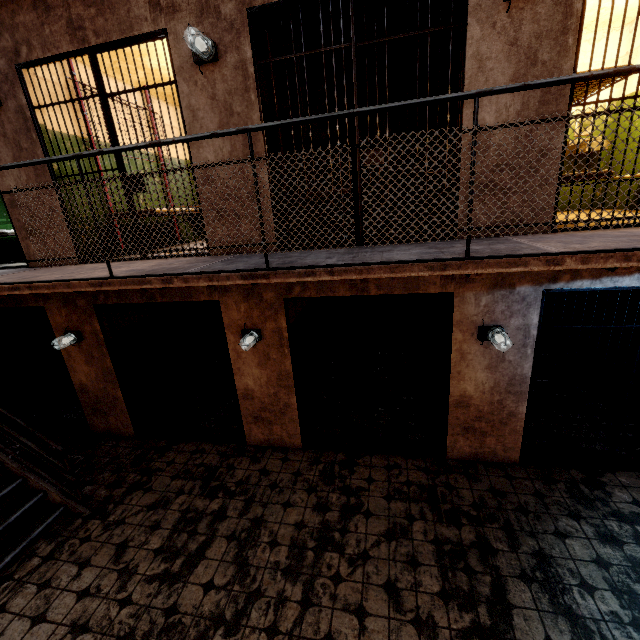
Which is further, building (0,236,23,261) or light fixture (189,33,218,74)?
building (0,236,23,261)

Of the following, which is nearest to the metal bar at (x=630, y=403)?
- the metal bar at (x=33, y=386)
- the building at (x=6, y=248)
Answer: the metal bar at (x=33, y=386)

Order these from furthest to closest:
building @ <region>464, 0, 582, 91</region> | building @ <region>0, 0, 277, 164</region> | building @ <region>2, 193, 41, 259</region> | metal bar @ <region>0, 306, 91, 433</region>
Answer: metal bar @ <region>0, 306, 91, 433</region>, building @ <region>2, 193, 41, 259</region>, building @ <region>0, 0, 277, 164</region>, building @ <region>464, 0, 582, 91</region>

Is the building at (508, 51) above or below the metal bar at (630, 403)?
above

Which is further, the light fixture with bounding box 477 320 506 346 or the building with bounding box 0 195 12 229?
the building with bounding box 0 195 12 229

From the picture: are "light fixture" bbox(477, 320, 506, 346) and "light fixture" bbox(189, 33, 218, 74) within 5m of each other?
yes

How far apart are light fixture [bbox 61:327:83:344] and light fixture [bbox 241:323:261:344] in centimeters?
273cm

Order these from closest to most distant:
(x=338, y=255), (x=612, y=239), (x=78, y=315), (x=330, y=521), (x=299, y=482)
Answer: (x=612, y=239) → (x=338, y=255) → (x=330, y=521) → (x=299, y=482) → (x=78, y=315)
